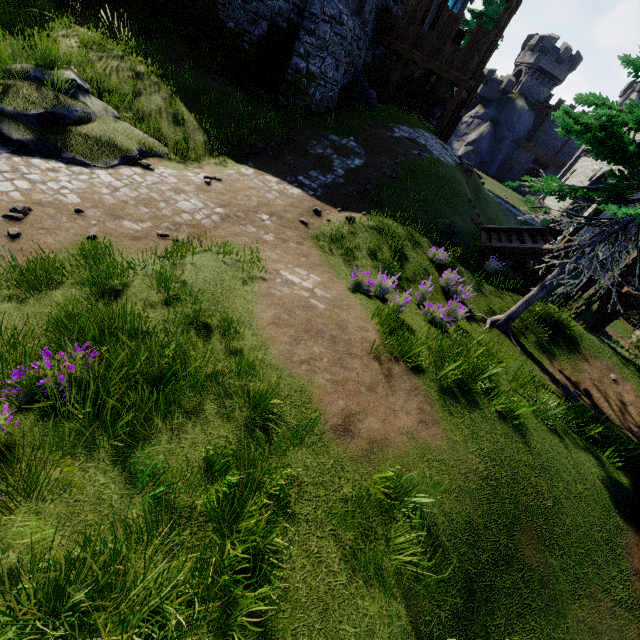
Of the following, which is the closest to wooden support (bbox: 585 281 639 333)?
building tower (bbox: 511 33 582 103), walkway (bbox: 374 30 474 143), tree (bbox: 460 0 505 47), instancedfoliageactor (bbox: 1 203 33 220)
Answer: walkway (bbox: 374 30 474 143)

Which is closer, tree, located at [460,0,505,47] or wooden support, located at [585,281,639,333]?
wooden support, located at [585,281,639,333]

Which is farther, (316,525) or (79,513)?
(316,525)

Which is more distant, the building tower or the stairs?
the building tower

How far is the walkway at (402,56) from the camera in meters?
18.3 m

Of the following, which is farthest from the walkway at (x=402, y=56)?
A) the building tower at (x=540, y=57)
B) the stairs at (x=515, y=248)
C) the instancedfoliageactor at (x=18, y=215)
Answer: the building tower at (x=540, y=57)

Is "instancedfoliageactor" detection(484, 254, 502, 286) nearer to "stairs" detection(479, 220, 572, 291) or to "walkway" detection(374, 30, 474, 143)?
"stairs" detection(479, 220, 572, 291)

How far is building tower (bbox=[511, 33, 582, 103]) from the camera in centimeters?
4509cm
